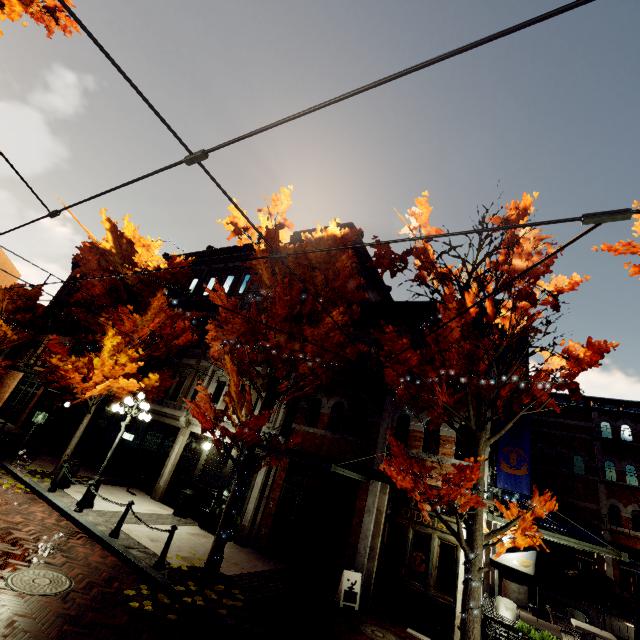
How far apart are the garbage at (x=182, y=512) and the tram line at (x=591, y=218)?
14.2 meters

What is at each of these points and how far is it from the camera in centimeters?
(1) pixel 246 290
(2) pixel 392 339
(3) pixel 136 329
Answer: (1) building, 1800cm
(2) tree, 663cm
(3) tree, 1377cm

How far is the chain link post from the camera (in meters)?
7.37

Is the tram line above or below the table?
above

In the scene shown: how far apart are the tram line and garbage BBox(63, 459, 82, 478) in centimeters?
1503cm

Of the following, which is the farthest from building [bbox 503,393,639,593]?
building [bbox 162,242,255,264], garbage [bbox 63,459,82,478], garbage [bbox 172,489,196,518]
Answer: garbage [bbox 63,459,82,478]

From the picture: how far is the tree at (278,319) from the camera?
8.02m

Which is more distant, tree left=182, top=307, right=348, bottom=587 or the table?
the table
